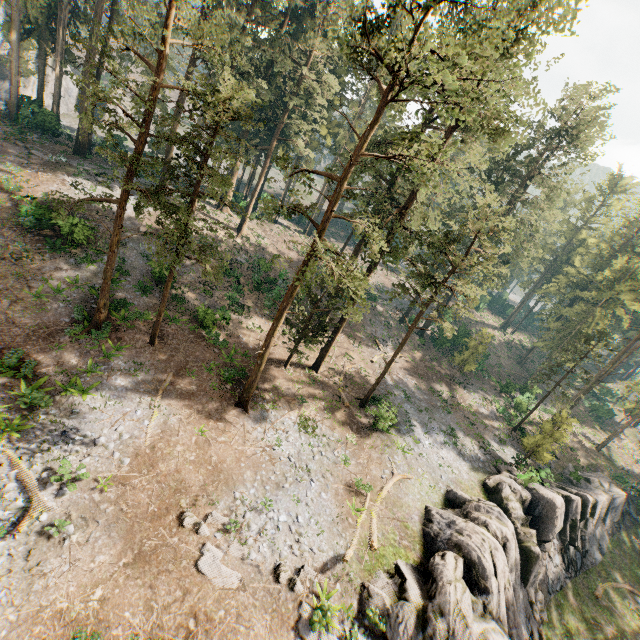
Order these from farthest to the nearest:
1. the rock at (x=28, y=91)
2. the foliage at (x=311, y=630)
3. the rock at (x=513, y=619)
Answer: the rock at (x=28, y=91) < the rock at (x=513, y=619) < the foliage at (x=311, y=630)

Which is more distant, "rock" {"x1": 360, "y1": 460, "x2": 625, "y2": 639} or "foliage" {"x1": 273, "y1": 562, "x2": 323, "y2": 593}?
"rock" {"x1": 360, "y1": 460, "x2": 625, "y2": 639}

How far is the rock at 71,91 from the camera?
50.7 meters

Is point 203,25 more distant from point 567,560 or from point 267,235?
point 567,560

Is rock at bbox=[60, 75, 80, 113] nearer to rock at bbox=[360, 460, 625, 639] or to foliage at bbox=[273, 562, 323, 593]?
foliage at bbox=[273, 562, 323, 593]

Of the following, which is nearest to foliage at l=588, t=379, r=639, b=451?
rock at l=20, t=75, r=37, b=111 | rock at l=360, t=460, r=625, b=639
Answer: rock at l=20, t=75, r=37, b=111
